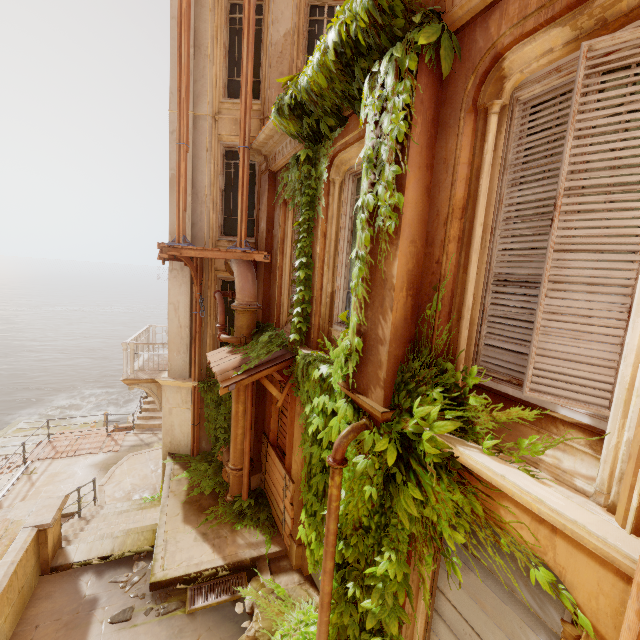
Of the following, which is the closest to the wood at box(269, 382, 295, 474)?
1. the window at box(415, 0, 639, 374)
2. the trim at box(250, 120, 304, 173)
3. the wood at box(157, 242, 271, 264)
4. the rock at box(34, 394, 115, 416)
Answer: the wood at box(157, 242, 271, 264)

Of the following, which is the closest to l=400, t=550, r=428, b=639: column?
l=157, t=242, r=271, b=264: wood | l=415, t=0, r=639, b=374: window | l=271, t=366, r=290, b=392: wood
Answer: l=415, t=0, r=639, b=374: window

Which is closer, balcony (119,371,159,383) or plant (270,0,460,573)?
plant (270,0,460,573)

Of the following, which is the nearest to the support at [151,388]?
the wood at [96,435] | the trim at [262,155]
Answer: the wood at [96,435]

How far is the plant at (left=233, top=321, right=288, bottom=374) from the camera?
6.37m

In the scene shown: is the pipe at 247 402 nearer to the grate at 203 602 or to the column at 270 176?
the column at 270 176

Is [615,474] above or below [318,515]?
above

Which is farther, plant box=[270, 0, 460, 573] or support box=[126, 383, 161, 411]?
support box=[126, 383, 161, 411]
